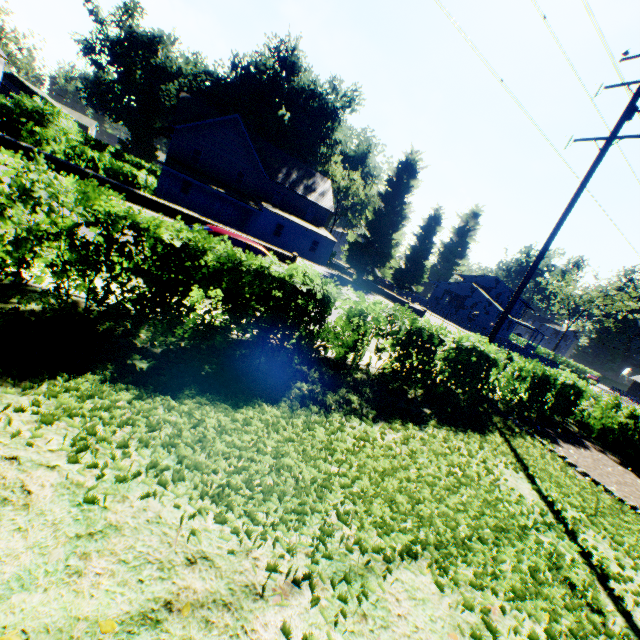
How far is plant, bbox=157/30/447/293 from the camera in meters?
36.0

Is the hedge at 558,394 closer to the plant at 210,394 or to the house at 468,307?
the plant at 210,394

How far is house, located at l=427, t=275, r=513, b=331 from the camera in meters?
48.5 m

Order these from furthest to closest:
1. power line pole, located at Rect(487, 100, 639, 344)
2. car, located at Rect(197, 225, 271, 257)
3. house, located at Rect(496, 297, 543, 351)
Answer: house, located at Rect(496, 297, 543, 351)
power line pole, located at Rect(487, 100, 639, 344)
car, located at Rect(197, 225, 271, 257)

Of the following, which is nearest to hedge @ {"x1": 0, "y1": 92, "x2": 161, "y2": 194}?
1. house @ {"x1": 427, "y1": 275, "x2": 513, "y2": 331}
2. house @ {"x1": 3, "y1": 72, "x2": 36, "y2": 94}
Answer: house @ {"x1": 3, "y1": 72, "x2": 36, "y2": 94}

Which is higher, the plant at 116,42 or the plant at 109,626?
the plant at 116,42

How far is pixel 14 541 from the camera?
2.0 meters
